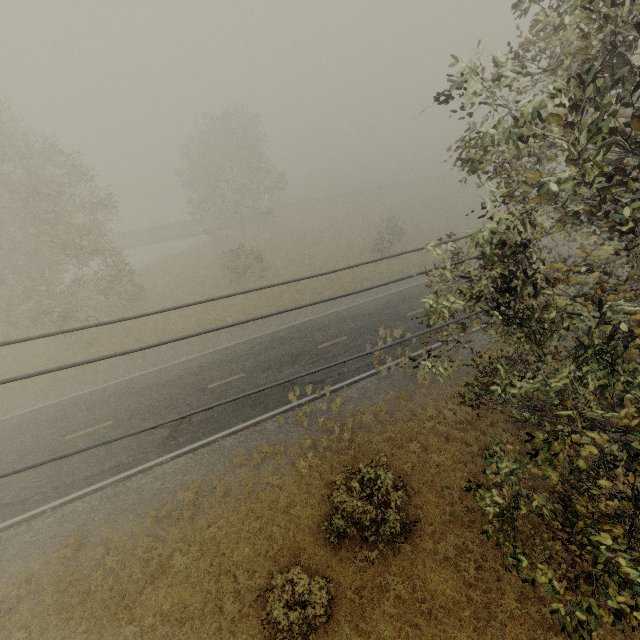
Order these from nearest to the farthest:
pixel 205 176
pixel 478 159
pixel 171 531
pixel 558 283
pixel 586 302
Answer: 1. pixel 478 159
2. pixel 558 283
3. pixel 586 302
4. pixel 171 531
5. pixel 205 176
